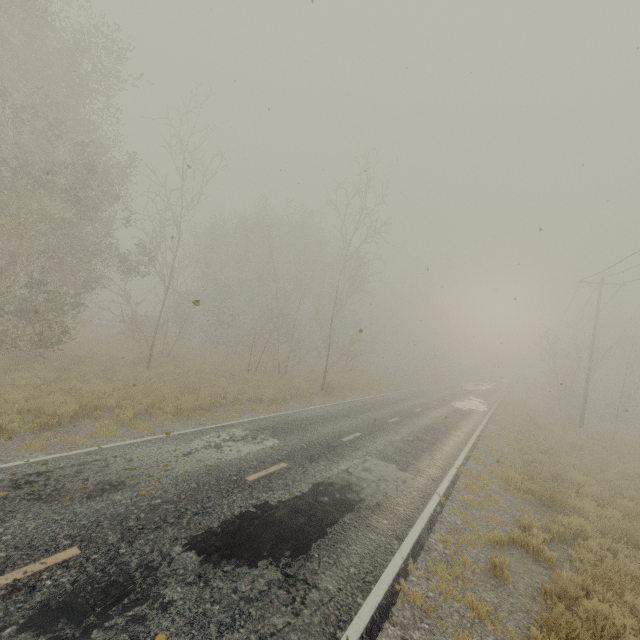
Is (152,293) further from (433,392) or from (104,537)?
(433,392)
